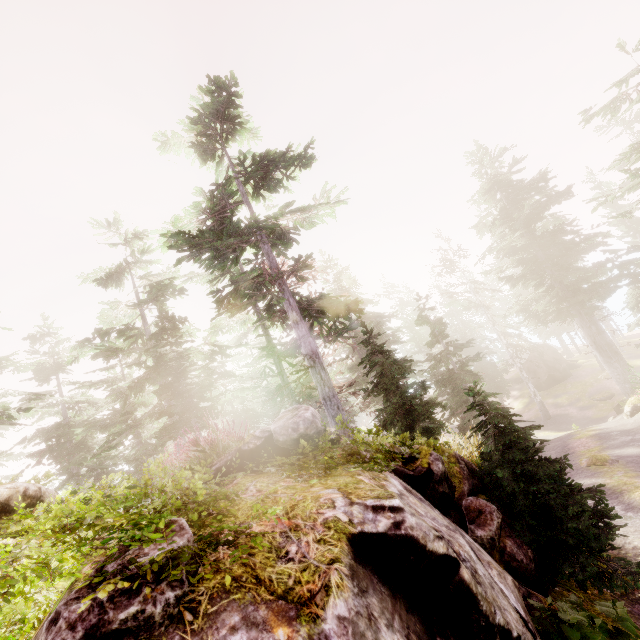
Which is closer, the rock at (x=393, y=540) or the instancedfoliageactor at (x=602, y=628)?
the rock at (x=393, y=540)

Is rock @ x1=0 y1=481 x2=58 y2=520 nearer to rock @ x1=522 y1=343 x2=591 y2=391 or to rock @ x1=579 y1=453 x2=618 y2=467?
rock @ x1=579 y1=453 x2=618 y2=467

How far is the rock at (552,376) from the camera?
37.9m

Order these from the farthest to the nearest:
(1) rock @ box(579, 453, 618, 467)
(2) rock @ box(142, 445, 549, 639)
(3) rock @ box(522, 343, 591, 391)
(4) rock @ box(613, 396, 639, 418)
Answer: (3) rock @ box(522, 343, 591, 391) < (4) rock @ box(613, 396, 639, 418) < (1) rock @ box(579, 453, 618, 467) < (2) rock @ box(142, 445, 549, 639)

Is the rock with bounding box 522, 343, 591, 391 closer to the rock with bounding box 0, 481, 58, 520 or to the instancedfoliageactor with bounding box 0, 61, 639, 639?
the instancedfoliageactor with bounding box 0, 61, 639, 639

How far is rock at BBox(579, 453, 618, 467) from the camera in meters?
12.7

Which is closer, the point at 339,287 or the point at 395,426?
the point at 395,426

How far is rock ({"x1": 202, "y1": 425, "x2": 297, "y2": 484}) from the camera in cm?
470
